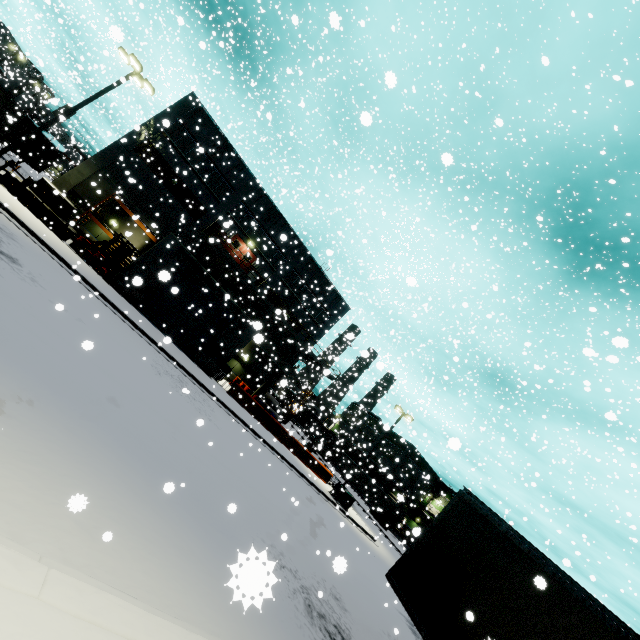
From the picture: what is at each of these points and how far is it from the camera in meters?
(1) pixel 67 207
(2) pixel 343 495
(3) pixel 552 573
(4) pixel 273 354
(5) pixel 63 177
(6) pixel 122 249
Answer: (1) concrete block, 18.4 m
(2) electrical box, 24.9 m
(3) semi trailer, 6.0 m
(4) vent duct, 32.1 m
(5) building, 24.0 m
(6) pallet, 21.3 m

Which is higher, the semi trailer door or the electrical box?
the semi trailer door

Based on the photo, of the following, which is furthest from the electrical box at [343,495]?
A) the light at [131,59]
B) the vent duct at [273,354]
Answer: the light at [131,59]

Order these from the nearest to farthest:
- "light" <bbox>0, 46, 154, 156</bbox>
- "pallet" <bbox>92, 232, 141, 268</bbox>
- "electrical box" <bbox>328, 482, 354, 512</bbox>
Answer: "light" <bbox>0, 46, 154, 156</bbox> → "pallet" <bbox>92, 232, 141, 268</bbox> → "electrical box" <bbox>328, 482, 354, 512</bbox>

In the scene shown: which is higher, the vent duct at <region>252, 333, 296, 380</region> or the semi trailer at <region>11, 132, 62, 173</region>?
the vent duct at <region>252, 333, 296, 380</region>

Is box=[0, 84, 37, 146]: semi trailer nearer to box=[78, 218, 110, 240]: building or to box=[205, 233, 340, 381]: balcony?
box=[78, 218, 110, 240]: building

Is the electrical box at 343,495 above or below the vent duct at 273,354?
below

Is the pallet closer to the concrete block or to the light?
the concrete block
